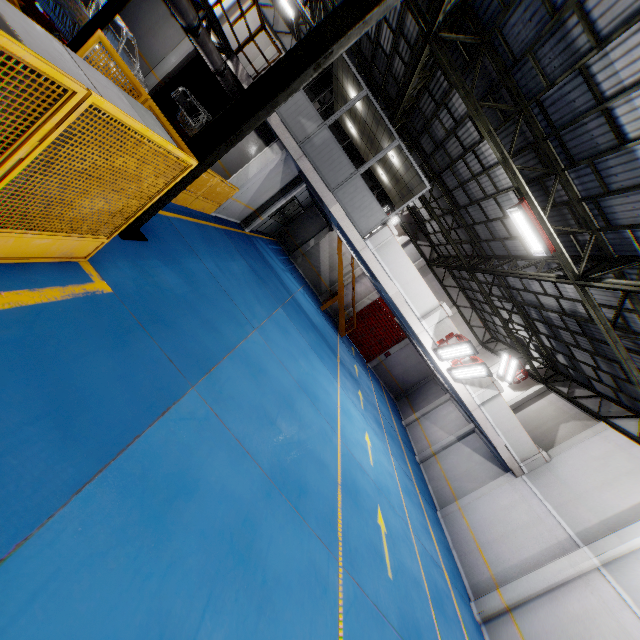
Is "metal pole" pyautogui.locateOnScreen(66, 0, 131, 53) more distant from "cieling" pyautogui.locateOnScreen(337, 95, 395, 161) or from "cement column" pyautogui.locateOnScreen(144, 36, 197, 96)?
"cement column" pyautogui.locateOnScreen(144, 36, 197, 96)

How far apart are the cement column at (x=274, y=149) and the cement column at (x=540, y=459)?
15.7m

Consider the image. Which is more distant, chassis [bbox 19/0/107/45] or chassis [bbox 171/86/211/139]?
chassis [bbox 171/86/211/139]

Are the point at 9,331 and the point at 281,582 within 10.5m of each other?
yes

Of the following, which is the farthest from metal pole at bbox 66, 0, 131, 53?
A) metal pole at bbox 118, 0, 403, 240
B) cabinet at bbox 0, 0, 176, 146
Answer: cabinet at bbox 0, 0, 176, 146

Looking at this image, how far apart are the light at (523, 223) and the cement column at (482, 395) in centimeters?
572cm

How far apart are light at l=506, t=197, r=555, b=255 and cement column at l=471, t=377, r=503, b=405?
5.7 meters

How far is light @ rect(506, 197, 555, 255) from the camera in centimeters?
854cm
